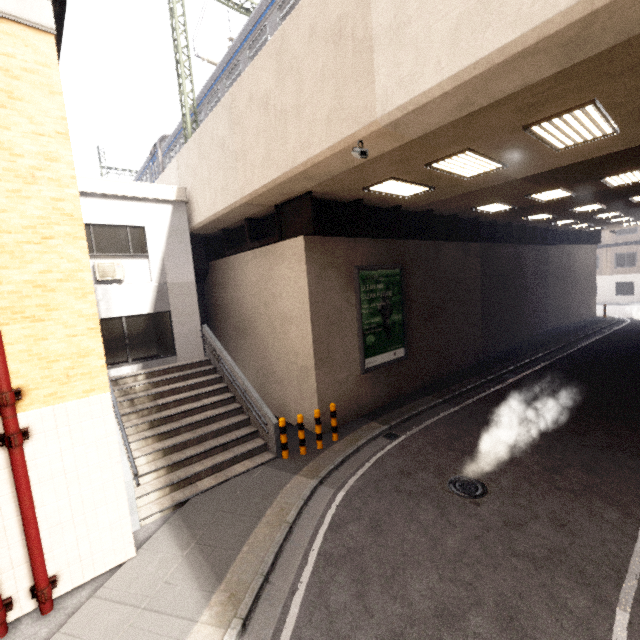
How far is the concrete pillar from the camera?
14.16m

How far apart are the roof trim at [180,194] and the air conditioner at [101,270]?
2.9m

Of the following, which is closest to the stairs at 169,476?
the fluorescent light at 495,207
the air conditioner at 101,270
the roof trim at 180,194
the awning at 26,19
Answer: the air conditioner at 101,270

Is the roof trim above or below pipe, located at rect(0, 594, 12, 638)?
above

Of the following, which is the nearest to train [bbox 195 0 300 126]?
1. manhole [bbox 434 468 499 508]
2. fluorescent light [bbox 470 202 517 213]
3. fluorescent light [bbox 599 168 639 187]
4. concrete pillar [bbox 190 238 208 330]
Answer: concrete pillar [bbox 190 238 208 330]

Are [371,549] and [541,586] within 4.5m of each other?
yes

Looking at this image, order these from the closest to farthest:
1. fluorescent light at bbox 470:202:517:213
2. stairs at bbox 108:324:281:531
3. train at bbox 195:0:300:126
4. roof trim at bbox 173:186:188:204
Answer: stairs at bbox 108:324:281:531, train at bbox 195:0:300:126, roof trim at bbox 173:186:188:204, fluorescent light at bbox 470:202:517:213

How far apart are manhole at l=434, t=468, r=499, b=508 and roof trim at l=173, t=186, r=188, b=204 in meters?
11.9 m
